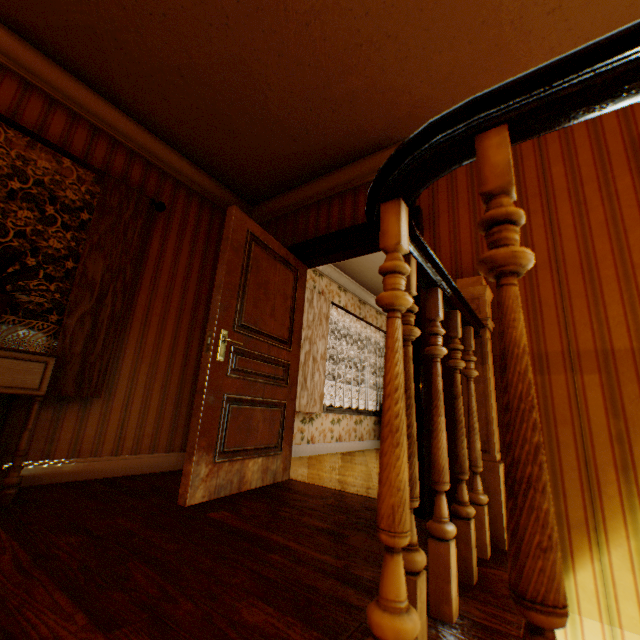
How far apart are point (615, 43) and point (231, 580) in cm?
180

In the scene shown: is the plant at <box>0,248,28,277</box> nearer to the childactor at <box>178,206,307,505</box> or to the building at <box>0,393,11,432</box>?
the building at <box>0,393,11,432</box>

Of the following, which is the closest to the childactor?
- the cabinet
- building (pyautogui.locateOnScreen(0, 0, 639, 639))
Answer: building (pyautogui.locateOnScreen(0, 0, 639, 639))

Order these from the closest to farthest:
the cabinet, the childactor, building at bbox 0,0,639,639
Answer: building at bbox 0,0,639,639, the cabinet, the childactor

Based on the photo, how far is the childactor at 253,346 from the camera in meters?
2.3 m

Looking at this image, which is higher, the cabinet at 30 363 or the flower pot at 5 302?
the flower pot at 5 302

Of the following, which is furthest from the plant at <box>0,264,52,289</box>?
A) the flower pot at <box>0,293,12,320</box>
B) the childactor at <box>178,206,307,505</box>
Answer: the childactor at <box>178,206,307,505</box>

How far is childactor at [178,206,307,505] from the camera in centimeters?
228cm
